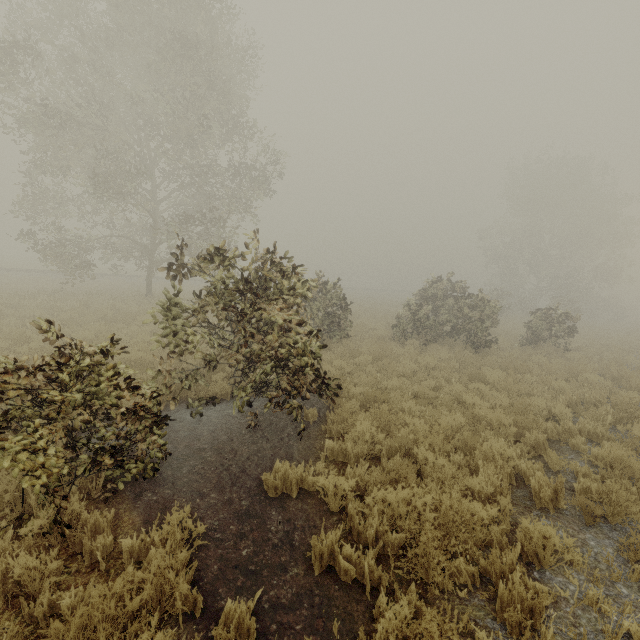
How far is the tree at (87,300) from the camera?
13.9m

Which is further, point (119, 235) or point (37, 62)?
point (119, 235)

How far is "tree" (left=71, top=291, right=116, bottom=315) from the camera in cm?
1394
